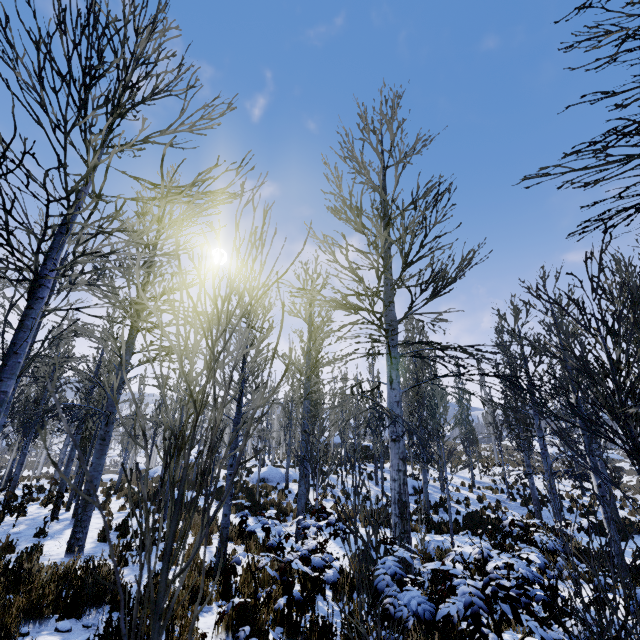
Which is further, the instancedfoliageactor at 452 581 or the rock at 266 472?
the rock at 266 472

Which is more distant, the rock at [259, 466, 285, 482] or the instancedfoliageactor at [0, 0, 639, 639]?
the rock at [259, 466, 285, 482]

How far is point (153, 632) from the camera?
0.8 meters

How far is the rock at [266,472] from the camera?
22.1 meters

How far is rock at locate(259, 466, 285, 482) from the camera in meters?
22.1
